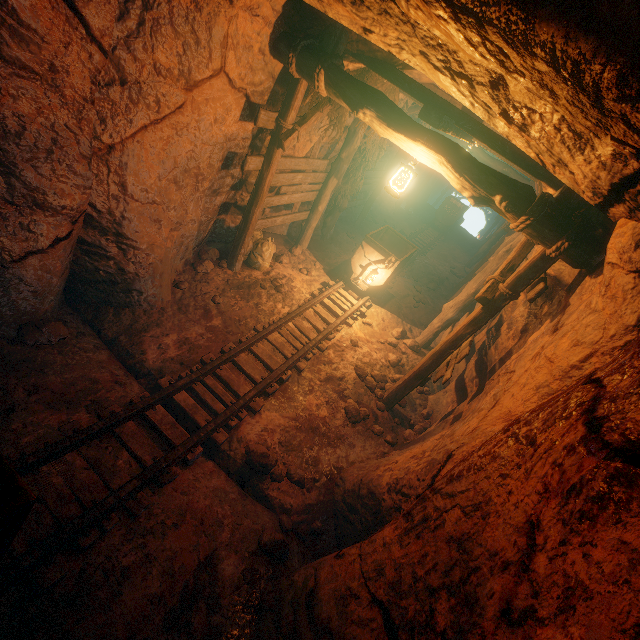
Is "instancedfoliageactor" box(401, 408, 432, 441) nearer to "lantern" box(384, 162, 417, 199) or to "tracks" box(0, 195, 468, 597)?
"tracks" box(0, 195, 468, 597)

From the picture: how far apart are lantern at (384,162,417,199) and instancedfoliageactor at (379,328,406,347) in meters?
3.8 m

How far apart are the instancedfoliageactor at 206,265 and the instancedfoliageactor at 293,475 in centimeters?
384cm

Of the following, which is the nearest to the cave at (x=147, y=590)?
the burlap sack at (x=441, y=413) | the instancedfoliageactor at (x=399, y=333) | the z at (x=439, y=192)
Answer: the burlap sack at (x=441, y=413)

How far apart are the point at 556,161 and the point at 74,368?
5.2m

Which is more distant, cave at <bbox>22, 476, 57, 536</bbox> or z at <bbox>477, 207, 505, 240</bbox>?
z at <bbox>477, 207, 505, 240</bbox>

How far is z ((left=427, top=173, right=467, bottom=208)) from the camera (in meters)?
22.06

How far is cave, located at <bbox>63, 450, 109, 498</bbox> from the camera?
3.00m
